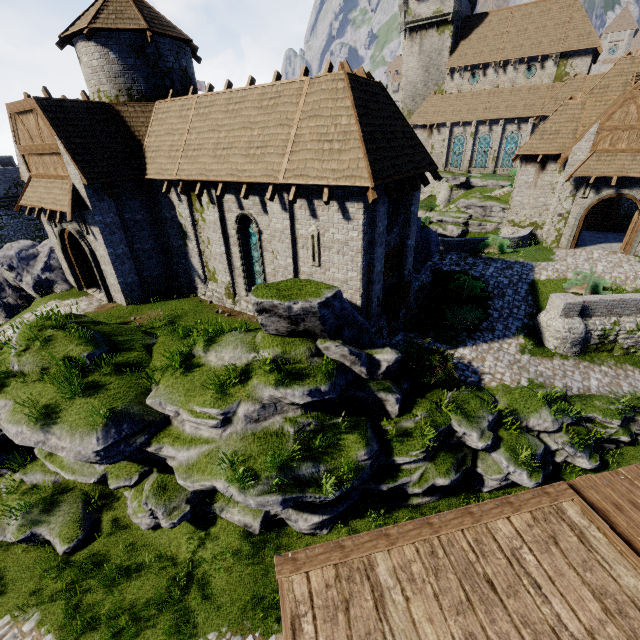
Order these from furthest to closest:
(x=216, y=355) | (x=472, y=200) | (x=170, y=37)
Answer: (x=472, y=200) → (x=170, y=37) → (x=216, y=355)

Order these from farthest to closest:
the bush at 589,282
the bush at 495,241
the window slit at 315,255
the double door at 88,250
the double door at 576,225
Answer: the bush at 495,241 → the double door at 576,225 → the bush at 589,282 → the double door at 88,250 → the window slit at 315,255

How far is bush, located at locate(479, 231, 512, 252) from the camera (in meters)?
21.78

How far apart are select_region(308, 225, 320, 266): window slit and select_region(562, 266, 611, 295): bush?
14.13m

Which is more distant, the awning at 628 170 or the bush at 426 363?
the awning at 628 170

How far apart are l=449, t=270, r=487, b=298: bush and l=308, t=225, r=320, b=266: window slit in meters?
9.5 m

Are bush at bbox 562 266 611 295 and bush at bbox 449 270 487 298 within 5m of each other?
yes

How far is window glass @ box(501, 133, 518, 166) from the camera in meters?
37.9 m
